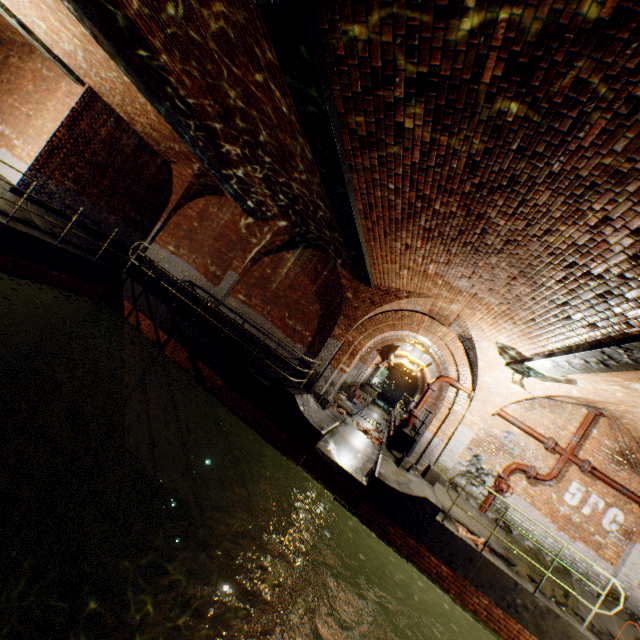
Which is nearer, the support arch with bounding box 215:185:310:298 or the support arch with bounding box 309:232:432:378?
the support arch with bounding box 309:232:432:378

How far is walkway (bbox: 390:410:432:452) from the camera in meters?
12.8 m

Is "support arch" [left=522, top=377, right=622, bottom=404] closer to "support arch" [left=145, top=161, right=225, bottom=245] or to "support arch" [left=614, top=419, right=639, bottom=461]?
"support arch" [left=614, top=419, right=639, bottom=461]

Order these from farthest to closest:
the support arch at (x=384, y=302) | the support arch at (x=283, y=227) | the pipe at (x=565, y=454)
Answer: the support arch at (x=283, y=227) → the support arch at (x=384, y=302) → the pipe at (x=565, y=454)

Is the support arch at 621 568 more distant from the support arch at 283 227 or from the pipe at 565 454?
the support arch at 283 227

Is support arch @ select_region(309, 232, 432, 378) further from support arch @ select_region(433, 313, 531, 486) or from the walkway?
the walkway

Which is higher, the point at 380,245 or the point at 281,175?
the point at 281,175

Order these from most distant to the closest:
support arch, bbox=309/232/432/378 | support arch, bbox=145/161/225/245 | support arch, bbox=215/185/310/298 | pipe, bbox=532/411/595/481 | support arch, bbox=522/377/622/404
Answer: support arch, bbox=145/161/225/245 < support arch, bbox=215/185/310/298 < support arch, bbox=309/232/432/378 < pipe, bbox=532/411/595/481 < support arch, bbox=522/377/622/404
